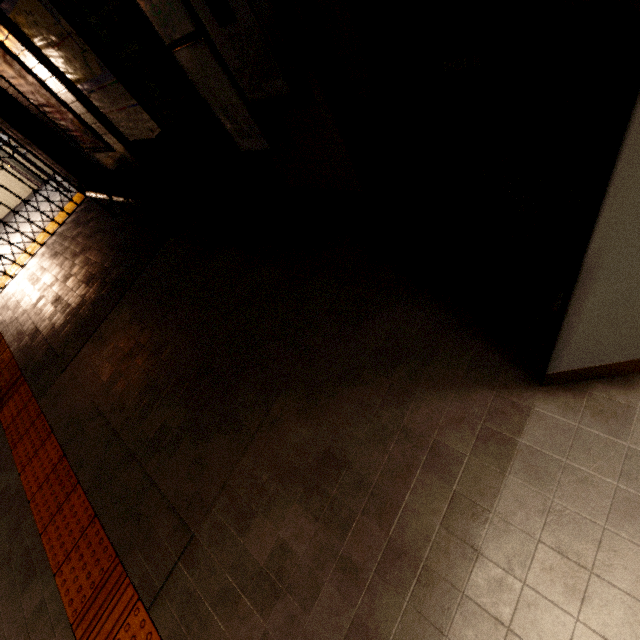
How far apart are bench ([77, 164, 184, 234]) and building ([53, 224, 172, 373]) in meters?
0.0 m

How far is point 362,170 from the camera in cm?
243

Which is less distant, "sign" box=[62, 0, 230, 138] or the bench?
"sign" box=[62, 0, 230, 138]

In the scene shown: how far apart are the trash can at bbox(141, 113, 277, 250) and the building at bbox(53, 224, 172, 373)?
1.2 meters

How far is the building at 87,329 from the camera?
4.07m

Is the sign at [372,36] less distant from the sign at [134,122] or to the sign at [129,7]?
the sign at [129,7]

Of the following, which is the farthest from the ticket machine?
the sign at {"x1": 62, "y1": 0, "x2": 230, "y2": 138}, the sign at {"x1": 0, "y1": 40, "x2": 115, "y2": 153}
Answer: the sign at {"x1": 0, "y1": 40, "x2": 115, "y2": 153}

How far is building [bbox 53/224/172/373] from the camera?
4.1 meters
